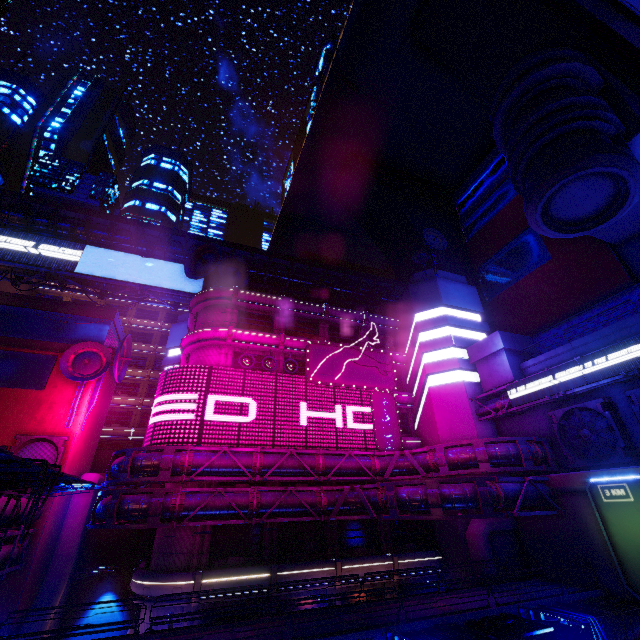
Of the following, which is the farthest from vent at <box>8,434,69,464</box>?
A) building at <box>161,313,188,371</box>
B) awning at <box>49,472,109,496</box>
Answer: building at <box>161,313,188,371</box>

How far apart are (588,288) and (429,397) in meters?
17.8 m

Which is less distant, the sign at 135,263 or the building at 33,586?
the building at 33,586

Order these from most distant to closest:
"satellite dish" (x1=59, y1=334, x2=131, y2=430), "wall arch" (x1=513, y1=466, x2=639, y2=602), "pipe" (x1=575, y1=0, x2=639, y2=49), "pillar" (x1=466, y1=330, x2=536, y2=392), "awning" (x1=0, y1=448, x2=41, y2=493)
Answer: "satellite dish" (x1=59, y1=334, x2=131, y2=430) → "pillar" (x1=466, y1=330, x2=536, y2=392) → "wall arch" (x1=513, y1=466, x2=639, y2=602) → "awning" (x1=0, y1=448, x2=41, y2=493) → "pipe" (x1=575, y1=0, x2=639, y2=49)

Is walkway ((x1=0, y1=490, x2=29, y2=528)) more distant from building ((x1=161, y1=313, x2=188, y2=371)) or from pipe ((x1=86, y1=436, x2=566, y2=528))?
building ((x1=161, y1=313, x2=188, y2=371))

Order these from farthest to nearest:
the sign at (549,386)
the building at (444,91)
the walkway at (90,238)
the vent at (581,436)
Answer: the walkway at (90,238)
the building at (444,91)
the vent at (581,436)
the sign at (549,386)

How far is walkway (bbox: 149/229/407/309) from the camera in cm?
4028

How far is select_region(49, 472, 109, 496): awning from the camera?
17.5m
